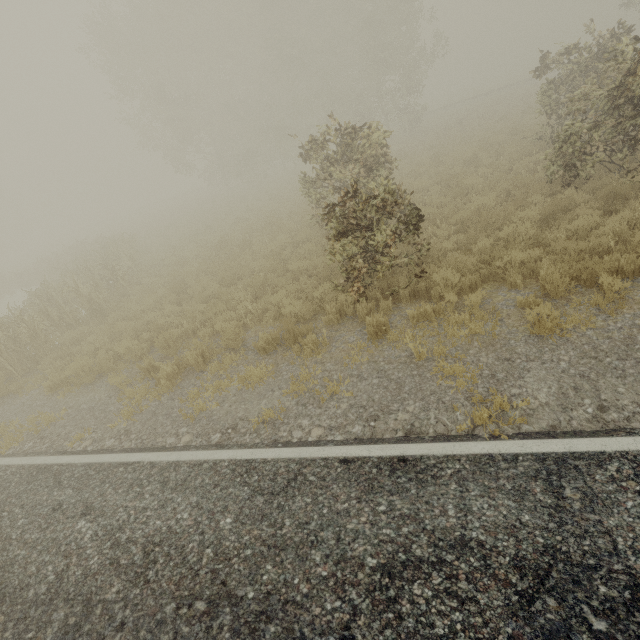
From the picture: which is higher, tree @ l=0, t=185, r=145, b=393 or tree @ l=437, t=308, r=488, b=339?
tree @ l=0, t=185, r=145, b=393

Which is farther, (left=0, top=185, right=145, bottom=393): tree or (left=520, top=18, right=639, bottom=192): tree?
(left=0, top=185, right=145, bottom=393): tree

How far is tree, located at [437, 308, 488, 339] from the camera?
5.3 meters

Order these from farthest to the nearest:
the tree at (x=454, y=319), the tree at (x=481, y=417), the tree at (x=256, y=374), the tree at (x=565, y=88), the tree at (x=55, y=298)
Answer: the tree at (x=55, y=298) < the tree at (x=565, y=88) < the tree at (x=256, y=374) < the tree at (x=454, y=319) < the tree at (x=481, y=417)

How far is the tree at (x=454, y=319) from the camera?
5.3m

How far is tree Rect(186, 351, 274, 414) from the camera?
5.9m

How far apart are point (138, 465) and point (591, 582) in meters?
5.5

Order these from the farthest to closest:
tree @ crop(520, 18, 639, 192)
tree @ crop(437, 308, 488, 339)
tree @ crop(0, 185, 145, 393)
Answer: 1. tree @ crop(0, 185, 145, 393)
2. tree @ crop(520, 18, 639, 192)
3. tree @ crop(437, 308, 488, 339)
